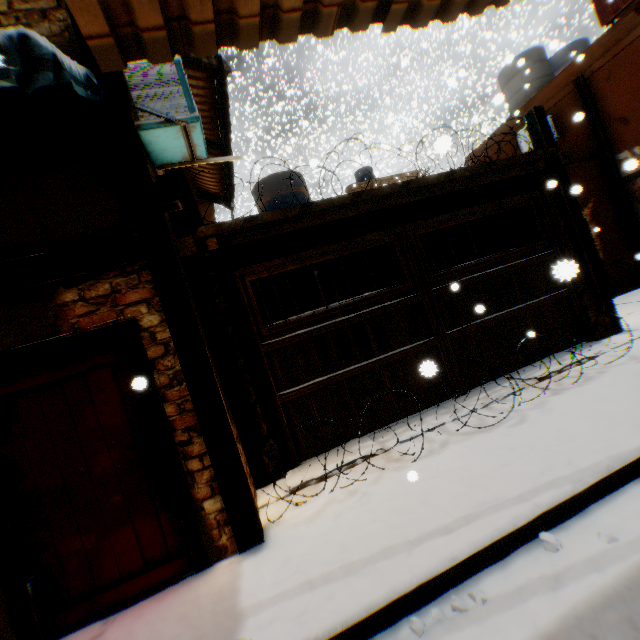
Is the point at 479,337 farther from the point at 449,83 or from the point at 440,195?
the point at 449,83

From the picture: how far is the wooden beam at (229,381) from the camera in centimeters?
432cm

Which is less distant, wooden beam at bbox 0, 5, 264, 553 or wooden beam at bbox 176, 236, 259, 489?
wooden beam at bbox 0, 5, 264, 553

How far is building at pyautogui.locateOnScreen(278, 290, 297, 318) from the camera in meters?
10.5 m

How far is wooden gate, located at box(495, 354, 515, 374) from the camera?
5.6 meters

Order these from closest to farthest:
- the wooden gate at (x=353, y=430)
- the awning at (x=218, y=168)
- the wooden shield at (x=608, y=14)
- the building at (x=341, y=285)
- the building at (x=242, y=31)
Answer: the building at (x=242, y=31)
the wooden gate at (x=353, y=430)
the awning at (x=218, y=168)
the wooden shield at (x=608, y=14)
the building at (x=341, y=285)

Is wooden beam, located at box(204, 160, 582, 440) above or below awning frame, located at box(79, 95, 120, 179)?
below

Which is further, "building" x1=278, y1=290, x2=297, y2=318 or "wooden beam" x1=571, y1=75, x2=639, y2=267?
"building" x1=278, y1=290, x2=297, y2=318
